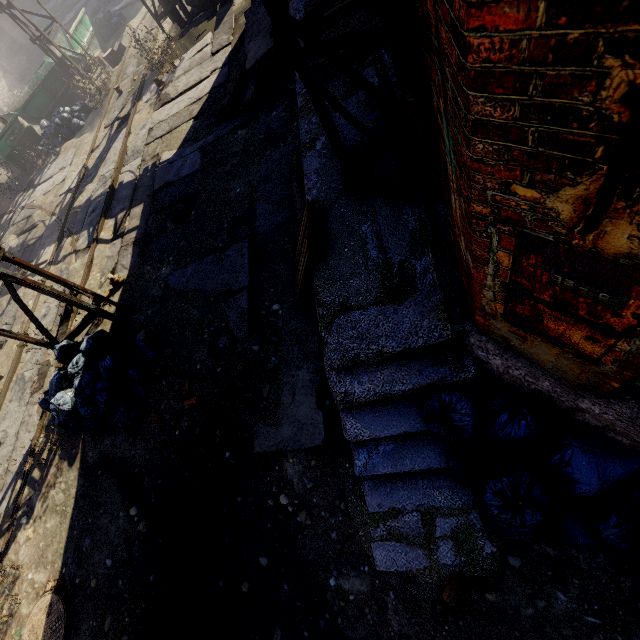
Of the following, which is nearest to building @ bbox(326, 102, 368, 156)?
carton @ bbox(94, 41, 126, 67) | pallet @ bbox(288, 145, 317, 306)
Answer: pallet @ bbox(288, 145, 317, 306)

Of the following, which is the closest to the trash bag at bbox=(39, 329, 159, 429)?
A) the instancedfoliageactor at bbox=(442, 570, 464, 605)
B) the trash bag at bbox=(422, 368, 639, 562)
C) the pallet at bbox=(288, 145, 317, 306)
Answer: the pallet at bbox=(288, 145, 317, 306)

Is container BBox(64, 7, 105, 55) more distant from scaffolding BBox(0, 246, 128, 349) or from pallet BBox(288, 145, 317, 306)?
pallet BBox(288, 145, 317, 306)

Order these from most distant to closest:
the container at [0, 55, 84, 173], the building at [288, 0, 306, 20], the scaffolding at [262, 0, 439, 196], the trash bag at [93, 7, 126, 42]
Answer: the trash bag at [93, 7, 126, 42], the container at [0, 55, 84, 173], the building at [288, 0, 306, 20], the scaffolding at [262, 0, 439, 196]

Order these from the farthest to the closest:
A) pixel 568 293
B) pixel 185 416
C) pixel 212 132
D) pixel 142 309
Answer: pixel 212 132 → pixel 142 309 → pixel 185 416 → pixel 568 293

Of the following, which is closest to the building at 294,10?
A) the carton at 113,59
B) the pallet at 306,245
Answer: the pallet at 306,245

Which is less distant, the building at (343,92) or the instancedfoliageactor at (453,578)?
the instancedfoliageactor at (453,578)

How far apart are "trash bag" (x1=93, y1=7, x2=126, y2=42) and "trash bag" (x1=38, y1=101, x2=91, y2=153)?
6.3m
